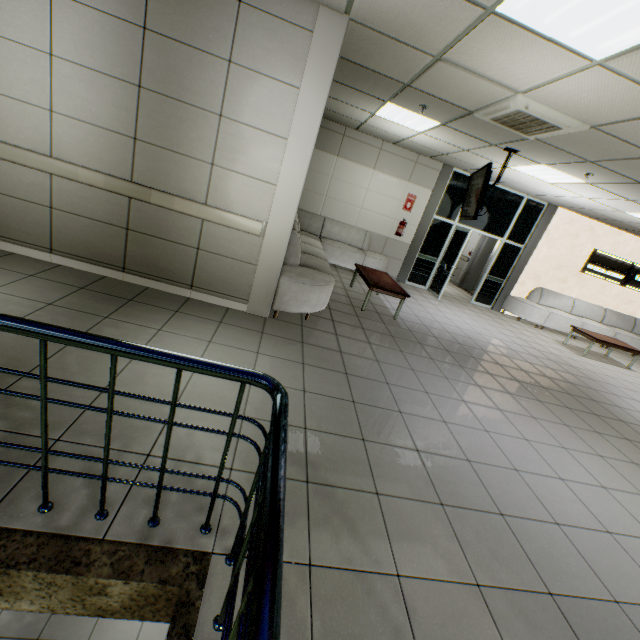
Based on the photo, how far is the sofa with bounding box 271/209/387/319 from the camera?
4.2m

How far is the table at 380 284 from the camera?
5.7 meters

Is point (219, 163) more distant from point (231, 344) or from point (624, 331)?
point (624, 331)

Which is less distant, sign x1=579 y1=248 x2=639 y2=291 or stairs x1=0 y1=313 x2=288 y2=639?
stairs x1=0 y1=313 x2=288 y2=639

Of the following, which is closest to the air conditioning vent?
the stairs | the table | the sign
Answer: the table

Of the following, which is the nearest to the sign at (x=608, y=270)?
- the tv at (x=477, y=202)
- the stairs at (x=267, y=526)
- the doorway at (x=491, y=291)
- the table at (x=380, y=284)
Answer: the doorway at (x=491, y=291)

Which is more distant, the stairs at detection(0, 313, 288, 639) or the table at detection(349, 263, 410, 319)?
the table at detection(349, 263, 410, 319)

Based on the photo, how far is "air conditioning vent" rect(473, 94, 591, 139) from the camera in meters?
3.6
